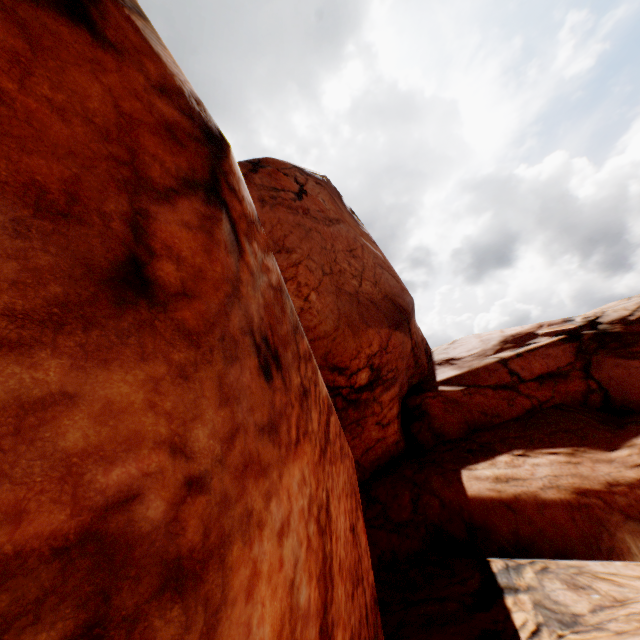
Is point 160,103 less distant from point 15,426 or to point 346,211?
point 15,426
